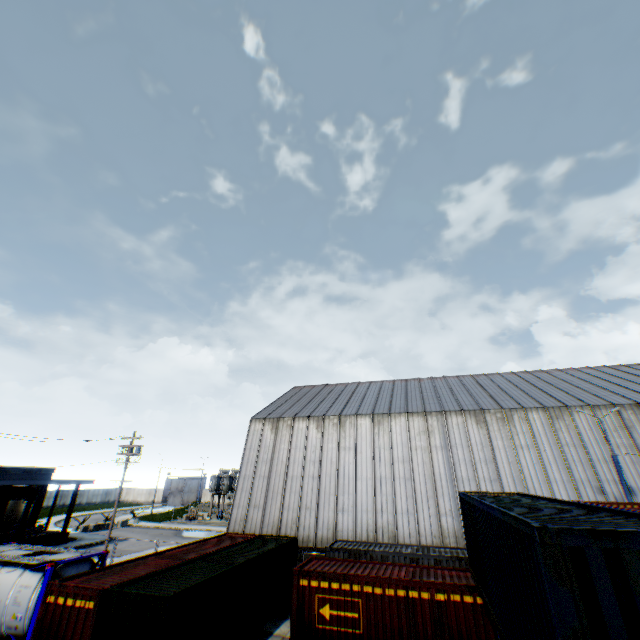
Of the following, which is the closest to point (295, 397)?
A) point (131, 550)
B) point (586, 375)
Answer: point (131, 550)

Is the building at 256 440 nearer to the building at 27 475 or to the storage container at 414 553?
the storage container at 414 553

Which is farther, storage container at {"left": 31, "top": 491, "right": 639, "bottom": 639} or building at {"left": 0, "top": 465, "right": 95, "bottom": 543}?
building at {"left": 0, "top": 465, "right": 95, "bottom": 543}

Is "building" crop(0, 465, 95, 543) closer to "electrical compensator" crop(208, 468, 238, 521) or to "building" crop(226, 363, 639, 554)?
"building" crop(226, 363, 639, 554)

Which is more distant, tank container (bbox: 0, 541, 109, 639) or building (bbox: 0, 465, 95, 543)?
building (bbox: 0, 465, 95, 543)

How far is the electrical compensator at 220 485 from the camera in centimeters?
4959cm

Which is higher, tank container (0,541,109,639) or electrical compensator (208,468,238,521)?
electrical compensator (208,468,238,521)

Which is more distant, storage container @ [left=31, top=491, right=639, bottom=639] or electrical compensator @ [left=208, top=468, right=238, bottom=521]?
electrical compensator @ [left=208, top=468, right=238, bottom=521]
